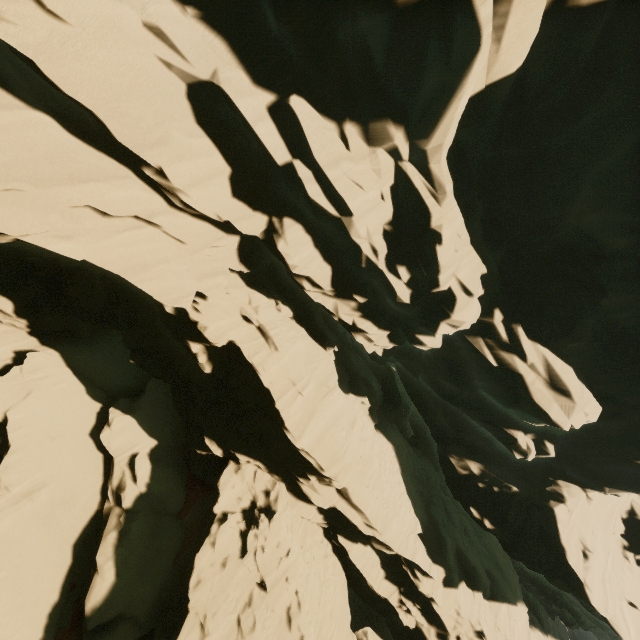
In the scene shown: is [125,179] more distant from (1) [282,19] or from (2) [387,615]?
(2) [387,615]
